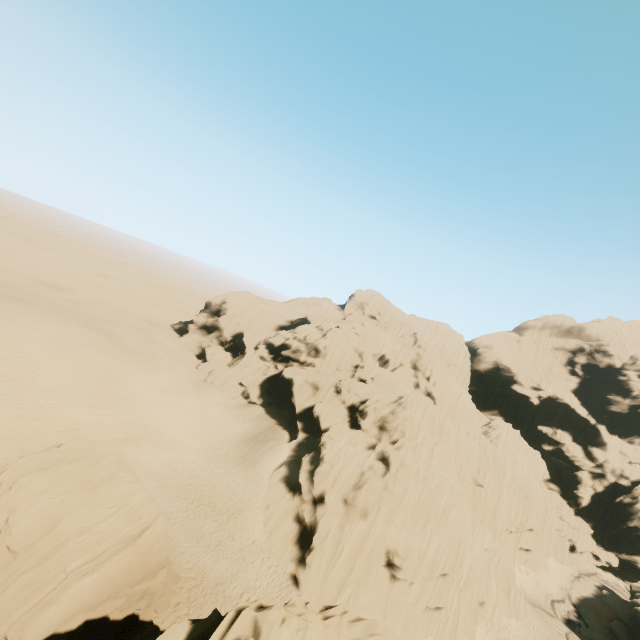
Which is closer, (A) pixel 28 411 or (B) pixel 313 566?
(B) pixel 313 566
